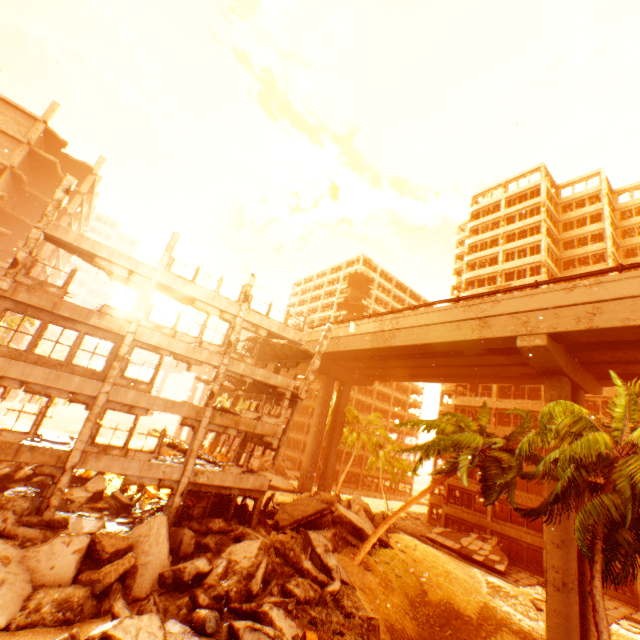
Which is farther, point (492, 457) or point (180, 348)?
point (180, 348)

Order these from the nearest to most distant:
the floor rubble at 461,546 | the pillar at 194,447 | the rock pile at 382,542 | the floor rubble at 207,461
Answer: the pillar at 194,447, the floor rubble at 207,461, the rock pile at 382,542, the floor rubble at 461,546

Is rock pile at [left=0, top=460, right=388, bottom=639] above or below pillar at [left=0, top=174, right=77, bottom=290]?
below

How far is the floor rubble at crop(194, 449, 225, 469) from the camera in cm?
1850

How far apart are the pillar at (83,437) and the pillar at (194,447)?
4.5 meters

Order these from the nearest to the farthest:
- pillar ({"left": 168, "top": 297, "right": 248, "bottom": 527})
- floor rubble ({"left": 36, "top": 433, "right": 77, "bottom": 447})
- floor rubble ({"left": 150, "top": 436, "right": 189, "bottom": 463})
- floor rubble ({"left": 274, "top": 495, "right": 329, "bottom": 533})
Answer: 1. floor rubble ({"left": 36, "top": 433, "right": 77, "bottom": 447})
2. pillar ({"left": 168, "top": 297, "right": 248, "bottom": 527})
3. floor rubble ({"left": 150, "top": 436, "right": 189, "bottom": 463})
4. floor rubble ({"left": 274, "top": 495, "right": 329, "bottom": 533})

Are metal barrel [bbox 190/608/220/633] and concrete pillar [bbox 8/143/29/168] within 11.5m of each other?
no

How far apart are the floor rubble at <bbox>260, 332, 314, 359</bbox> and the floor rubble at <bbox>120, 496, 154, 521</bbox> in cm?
1142
